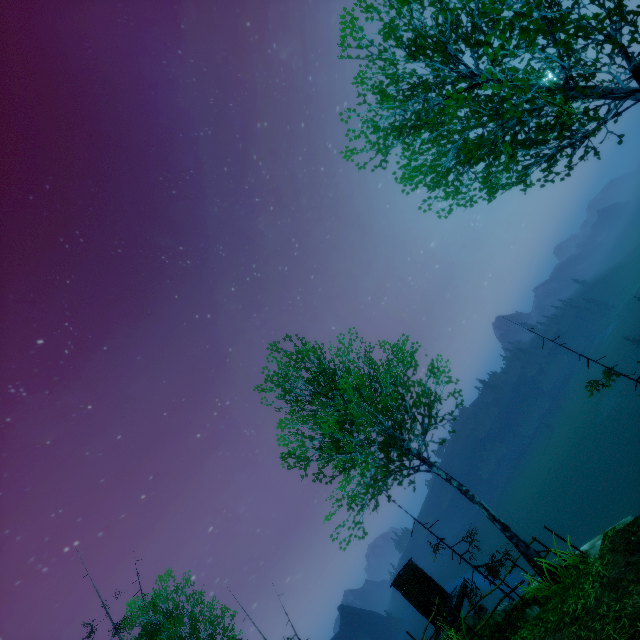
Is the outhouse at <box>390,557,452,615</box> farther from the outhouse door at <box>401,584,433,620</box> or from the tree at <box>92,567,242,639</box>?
the tree at <box>92,567,242,639</box>

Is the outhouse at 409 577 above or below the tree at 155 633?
below

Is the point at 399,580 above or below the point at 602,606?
above

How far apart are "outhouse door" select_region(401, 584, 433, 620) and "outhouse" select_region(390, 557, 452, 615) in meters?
0.0 m

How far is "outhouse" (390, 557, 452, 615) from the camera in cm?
1655

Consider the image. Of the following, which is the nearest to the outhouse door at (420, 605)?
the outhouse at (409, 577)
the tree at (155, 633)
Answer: the outhouse at (409, 577)

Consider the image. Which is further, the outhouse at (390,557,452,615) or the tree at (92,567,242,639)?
the tree at (92,567,242,639)

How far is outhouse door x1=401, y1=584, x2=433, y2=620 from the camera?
16.3 meters
